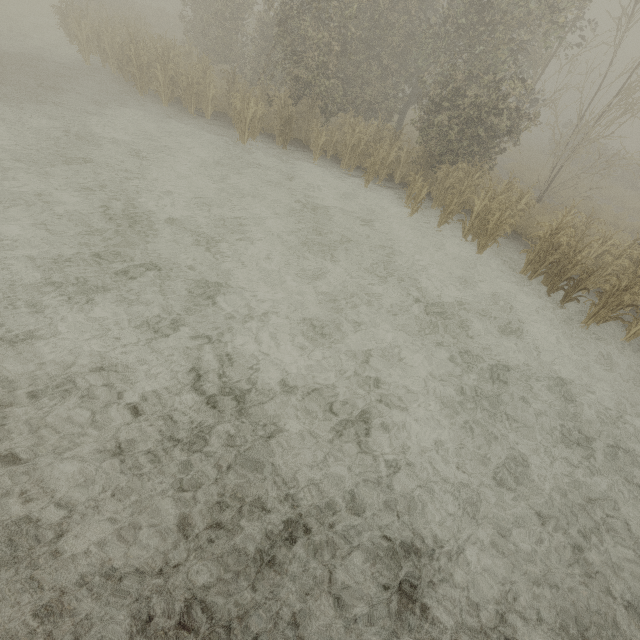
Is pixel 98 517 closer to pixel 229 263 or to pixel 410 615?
pixel 410 615
